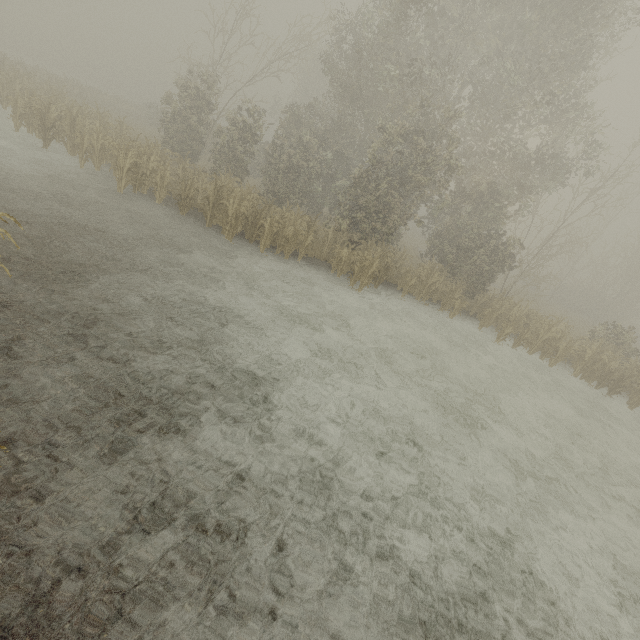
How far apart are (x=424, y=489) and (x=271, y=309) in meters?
5.9
